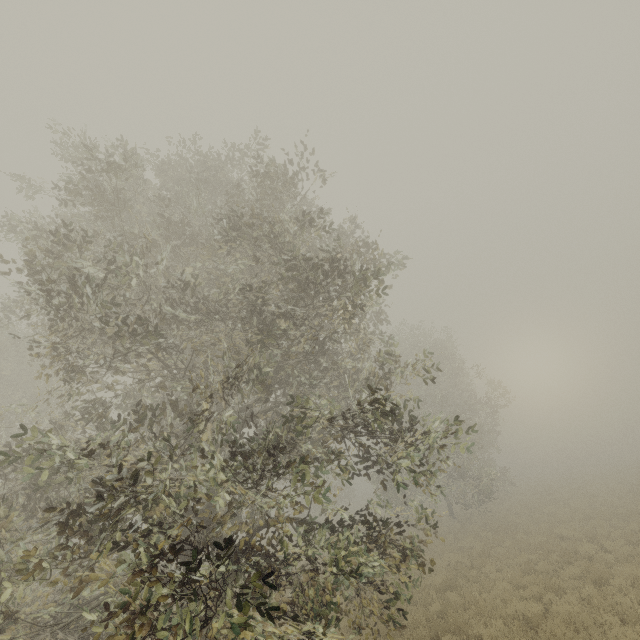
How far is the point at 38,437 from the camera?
10.18m
